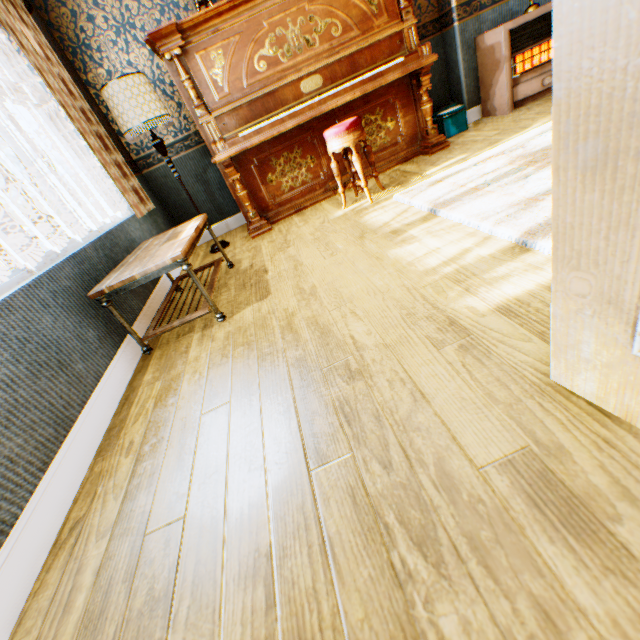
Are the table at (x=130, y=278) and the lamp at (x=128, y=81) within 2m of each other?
yes

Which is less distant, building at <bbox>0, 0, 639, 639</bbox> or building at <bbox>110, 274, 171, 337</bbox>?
building at <bbox>0, 0, 639, 639</bbox>

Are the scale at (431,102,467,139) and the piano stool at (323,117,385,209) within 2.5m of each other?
yes

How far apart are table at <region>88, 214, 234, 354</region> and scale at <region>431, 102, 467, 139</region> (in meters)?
3.22

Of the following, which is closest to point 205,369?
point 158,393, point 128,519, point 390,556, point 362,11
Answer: point 158,393

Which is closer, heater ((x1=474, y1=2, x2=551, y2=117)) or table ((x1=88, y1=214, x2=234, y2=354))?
table ((x1=88, y1=214, x2=234, y2=354))

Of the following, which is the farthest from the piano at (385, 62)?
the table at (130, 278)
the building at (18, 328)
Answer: the table at (130, 278)

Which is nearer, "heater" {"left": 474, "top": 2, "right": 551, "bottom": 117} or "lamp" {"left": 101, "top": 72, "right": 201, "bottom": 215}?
"lamp" {"left": 101, "top": 72, "right": 201, "bottom": 215}
